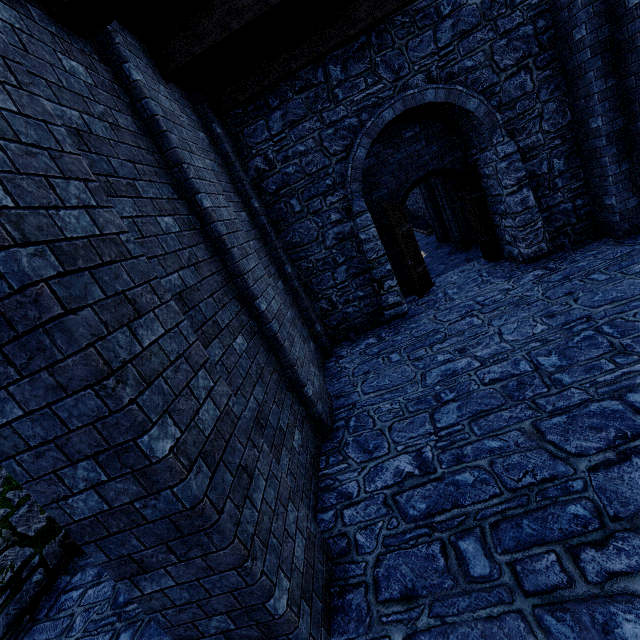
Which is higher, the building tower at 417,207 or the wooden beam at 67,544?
the building tower at 417,207

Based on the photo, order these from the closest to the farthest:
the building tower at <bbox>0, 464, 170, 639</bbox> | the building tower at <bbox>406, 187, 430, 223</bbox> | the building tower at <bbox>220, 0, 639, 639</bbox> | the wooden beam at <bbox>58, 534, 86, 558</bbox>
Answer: the building tower at <bbox>220, 0, 639, 639</bbox> < the building tower at <bbox>0, 464, 170, 639</bbox> < the wooden beam at <bbox>58, 534, 86, 558</bbox> < the building tower at <bbox>406, 187, 430, 223</bbox>

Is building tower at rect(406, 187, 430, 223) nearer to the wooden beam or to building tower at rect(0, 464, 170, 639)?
building tower at rect(0, 464, 170, 639)

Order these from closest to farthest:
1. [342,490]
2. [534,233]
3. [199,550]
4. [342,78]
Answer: [199,550], [342,490], [342,78], [534,233]

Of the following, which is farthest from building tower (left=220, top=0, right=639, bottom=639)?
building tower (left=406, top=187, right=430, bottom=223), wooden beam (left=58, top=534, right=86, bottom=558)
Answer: building tower (left=406, top=187, right=430, bottom=223)

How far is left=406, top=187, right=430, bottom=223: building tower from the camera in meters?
21.3 m

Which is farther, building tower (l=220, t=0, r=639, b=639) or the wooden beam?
the wooden beam

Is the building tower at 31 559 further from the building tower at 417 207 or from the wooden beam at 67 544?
the building tower at 417 207
